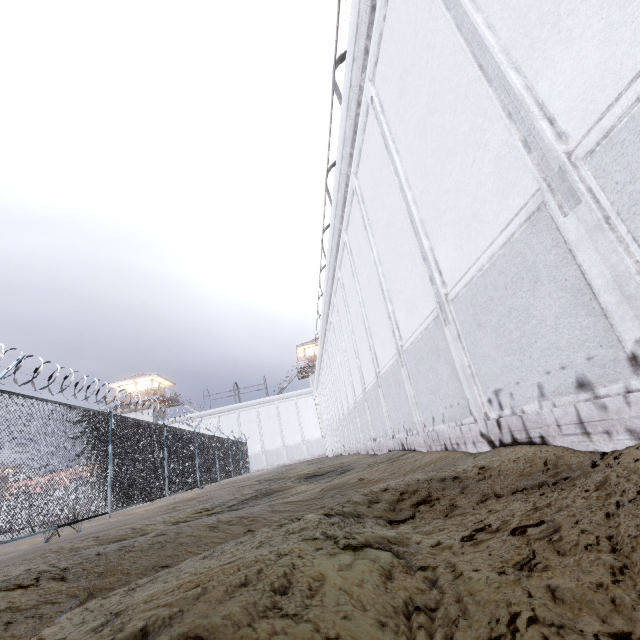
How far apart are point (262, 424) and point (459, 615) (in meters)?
41.62
